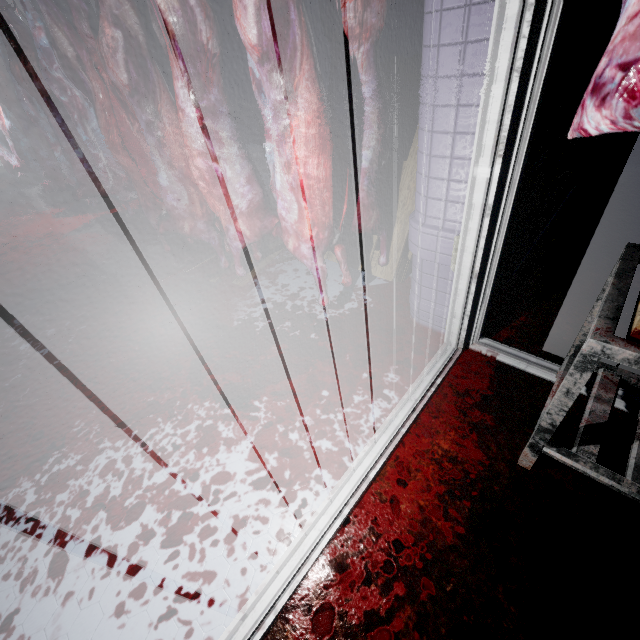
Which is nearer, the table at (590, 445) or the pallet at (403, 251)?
the table at (590, 445)

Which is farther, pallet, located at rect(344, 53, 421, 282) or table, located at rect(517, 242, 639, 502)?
pallet, located at rect(344, 53, 421, 282)

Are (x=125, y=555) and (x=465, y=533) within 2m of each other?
yes

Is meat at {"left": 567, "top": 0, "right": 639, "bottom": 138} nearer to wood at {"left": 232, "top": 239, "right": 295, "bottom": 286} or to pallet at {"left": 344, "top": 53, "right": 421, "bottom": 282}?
pallet at {"left": 344, "top": 53, "right": 421, "bottom": 282}

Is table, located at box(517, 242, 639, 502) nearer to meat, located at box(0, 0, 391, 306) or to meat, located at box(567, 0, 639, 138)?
meat, located at box(567, 0, 639, 138)

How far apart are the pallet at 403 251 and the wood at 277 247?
0.1 meters

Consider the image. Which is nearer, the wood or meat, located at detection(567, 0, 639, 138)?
meat, located at detection(567, 0, 639, 138)

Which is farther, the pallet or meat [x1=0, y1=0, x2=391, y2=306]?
the pallet
